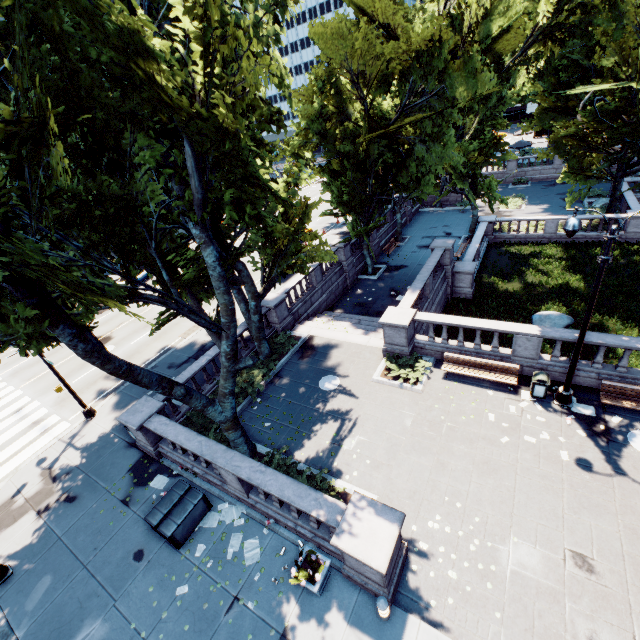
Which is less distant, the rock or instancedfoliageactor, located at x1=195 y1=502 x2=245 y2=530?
instancedfoliageactor, located at x1=195 y1=502 x2=245 y2=530

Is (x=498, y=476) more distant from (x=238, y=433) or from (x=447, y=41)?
(x=447, y=41)

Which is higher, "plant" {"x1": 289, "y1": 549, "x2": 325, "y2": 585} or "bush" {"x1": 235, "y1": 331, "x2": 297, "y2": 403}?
"plant" {"x1": 289, "y1": 549, "x2": 325, "y2": 585}

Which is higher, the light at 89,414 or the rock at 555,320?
the light at 89,414

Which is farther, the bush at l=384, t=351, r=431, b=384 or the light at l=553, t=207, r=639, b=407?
the bush at l=384, t=351, r=431, b=384

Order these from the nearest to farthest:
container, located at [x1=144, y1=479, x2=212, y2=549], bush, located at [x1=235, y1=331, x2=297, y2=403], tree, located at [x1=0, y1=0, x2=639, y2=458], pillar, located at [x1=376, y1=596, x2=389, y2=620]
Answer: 1. tree, located at [x1=0, y1=0, x2=639, y2=458]
2. pillar, located at [x1=376, y1=596, x2=389, y2=620]
3. container, located at [x1=144, y1=479, x2=212, y2=549]
4. bush, located at [x1=235, y1=331, x2=297, y2=403]

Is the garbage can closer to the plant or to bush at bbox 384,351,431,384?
bush at bbox 384,351,431,384

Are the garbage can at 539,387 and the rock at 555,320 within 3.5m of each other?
no
